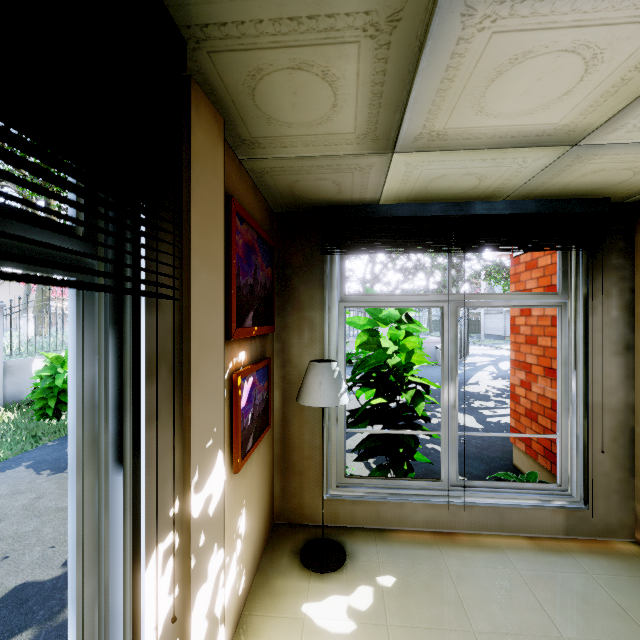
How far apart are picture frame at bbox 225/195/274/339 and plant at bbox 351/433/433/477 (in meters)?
1.95

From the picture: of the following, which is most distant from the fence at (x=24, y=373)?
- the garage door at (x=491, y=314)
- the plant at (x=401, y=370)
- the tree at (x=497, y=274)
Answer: the garage door at (x=491, y=314)

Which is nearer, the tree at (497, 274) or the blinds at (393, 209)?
the blinds at (393, 209)

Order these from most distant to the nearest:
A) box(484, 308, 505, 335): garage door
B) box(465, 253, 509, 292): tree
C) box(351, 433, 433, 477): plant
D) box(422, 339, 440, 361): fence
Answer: box(484, 308, 505, 335): garage door, box(465, 253, 509, 292): tree, box(422, 339, 440, 361): fence, box(351, 433, 433, 477): plant

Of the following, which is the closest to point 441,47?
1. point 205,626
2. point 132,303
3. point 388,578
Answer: point 132,303

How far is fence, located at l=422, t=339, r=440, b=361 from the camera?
15.9m

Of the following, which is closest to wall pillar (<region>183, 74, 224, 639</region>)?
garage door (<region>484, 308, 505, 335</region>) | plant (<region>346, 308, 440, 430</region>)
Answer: plant (<region>346, 308, 440, 430</region>)

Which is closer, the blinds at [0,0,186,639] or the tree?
the blinds at [0,0,186,639]
